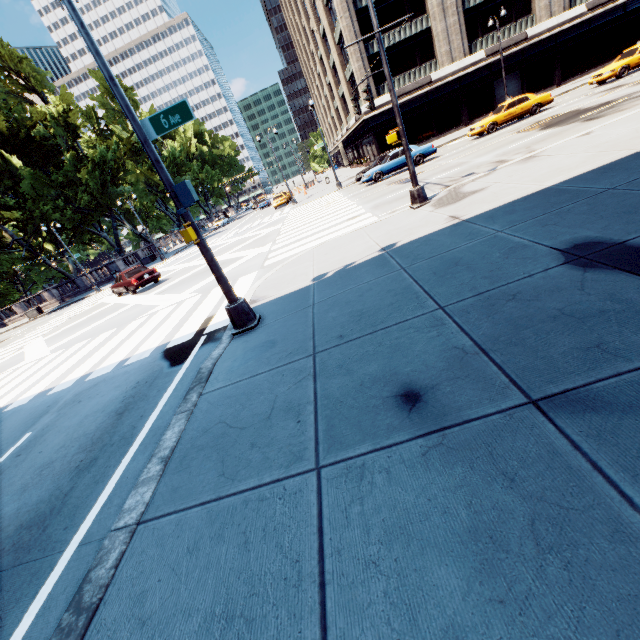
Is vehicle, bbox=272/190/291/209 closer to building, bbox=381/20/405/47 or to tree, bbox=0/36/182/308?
building, bbox=381/20/405/47

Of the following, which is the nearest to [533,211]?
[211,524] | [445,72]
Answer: [211,524]

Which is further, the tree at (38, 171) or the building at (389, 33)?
the building at (389, 33)

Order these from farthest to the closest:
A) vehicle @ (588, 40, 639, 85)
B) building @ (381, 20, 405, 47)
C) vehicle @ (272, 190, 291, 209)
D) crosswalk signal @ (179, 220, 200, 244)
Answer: vehicle @ (272, 190, 291, 209) < building @ (381, 20, 405, 47) < vehicle @ (588, 40, 639, 85) < crosswalk signal @ (179, 220, 200, 244)

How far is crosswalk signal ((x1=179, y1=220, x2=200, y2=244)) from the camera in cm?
576

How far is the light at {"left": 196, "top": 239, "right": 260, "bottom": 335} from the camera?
6.4 meters

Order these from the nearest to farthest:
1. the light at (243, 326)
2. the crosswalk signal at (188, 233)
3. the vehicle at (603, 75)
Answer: the crosswalk signal at (188, 233), the light at (243, 326), the vehicle at (603, 75)

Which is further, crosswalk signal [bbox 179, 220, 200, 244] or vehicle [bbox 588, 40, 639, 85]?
vehicle [bbox 588, 40, 639, 85]
